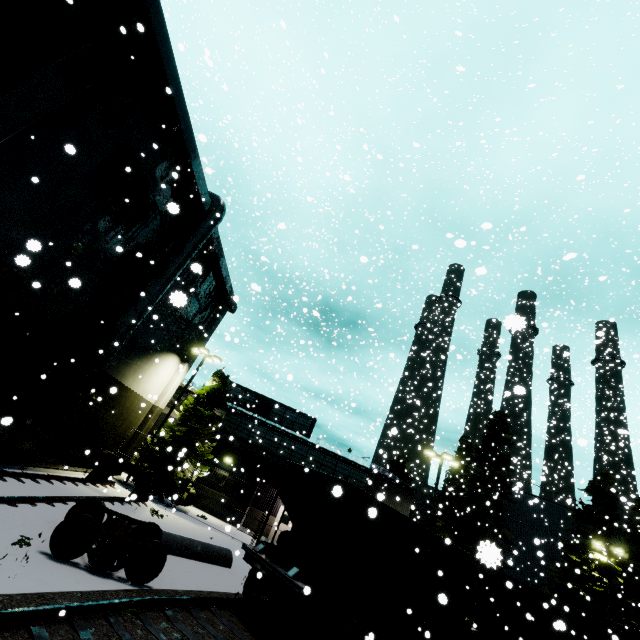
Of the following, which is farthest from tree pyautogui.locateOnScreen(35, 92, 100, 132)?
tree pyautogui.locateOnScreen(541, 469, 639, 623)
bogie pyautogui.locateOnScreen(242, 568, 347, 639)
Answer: tree pyautogui.locateOnScreen(541, 469, 639, 623)

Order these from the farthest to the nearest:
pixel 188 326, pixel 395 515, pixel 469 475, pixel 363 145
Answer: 1. pixel 469 475
2. pixel 188 326
3. pixel 395 515
4. pixel 363 145

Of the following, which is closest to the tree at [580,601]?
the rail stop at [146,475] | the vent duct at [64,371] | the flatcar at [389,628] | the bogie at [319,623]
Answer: the flatcar at [389,628]

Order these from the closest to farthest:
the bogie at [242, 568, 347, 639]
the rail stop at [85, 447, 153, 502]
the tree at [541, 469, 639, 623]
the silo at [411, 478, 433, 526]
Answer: the bogie at [242, 568, 347, 639]
the rail stop at [85, 447, 153, 502]
the tree at [541, 469, 639, 623]
the silo at [411, 478, 433, 526]

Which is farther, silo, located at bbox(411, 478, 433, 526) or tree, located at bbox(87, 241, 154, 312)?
silo, located at bbox(411, 478, 433, 526)

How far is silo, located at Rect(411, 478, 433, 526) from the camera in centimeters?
5009cm

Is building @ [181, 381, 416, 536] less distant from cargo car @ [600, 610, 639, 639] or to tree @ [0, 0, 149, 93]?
tree @ [0, 0, 149, 93]

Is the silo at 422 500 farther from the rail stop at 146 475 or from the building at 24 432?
the rail stop at 146 475
